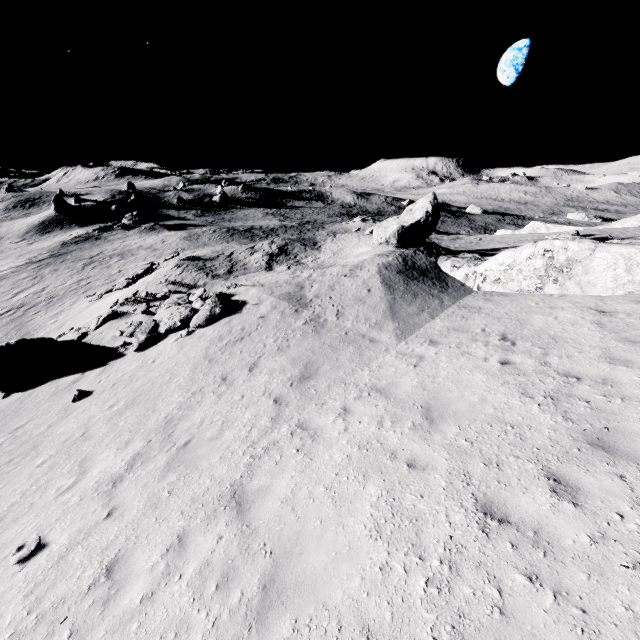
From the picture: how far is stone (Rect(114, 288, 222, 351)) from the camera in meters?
14.4 m

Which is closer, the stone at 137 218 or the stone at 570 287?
the stone at 570 287

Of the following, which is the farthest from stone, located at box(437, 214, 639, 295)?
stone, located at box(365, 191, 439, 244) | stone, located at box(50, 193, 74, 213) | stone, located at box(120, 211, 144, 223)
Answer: stone, located at box(50, 193, 74, 213)

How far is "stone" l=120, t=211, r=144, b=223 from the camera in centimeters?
5559cm

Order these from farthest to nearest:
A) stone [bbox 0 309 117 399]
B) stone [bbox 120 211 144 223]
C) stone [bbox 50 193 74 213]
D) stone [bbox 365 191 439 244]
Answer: stone [bbox 50 193 74 213], stone [bbox 120 211 144 223], stone [bbox 365 191 439 244], stone [bbox 0 309 117 399]

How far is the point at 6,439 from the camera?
10.7 meters

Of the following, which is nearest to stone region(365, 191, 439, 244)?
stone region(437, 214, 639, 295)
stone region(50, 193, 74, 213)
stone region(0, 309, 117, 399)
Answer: stone region(437, 214, 639, 295)

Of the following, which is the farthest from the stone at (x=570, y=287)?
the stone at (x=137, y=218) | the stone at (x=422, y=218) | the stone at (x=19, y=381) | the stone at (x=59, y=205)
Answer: the stone at (x=59, y=205)
